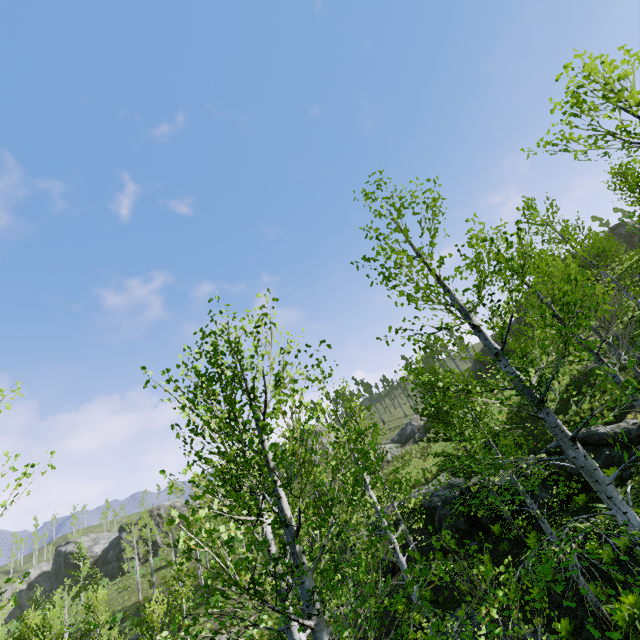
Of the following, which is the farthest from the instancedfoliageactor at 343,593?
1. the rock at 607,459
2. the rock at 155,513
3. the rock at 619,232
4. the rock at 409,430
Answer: the rock at 619,232

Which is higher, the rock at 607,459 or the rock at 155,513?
the rock at 155,513

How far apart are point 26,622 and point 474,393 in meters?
28.1

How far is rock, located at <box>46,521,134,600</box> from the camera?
49.91m

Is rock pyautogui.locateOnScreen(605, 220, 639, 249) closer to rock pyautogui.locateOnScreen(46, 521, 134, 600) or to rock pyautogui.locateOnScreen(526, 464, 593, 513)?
rock pyautogui.locateOnScreen(526, 464, 593, 513)

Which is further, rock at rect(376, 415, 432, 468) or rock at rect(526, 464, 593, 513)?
rock at rect(376, 415, 432, 468)

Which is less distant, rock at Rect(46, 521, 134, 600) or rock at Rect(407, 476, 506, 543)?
rock at Rect(407, 476, 506, 543)

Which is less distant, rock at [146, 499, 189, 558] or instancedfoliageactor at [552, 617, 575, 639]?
instancedfoliageactor at [552, 617, 575, 639]
